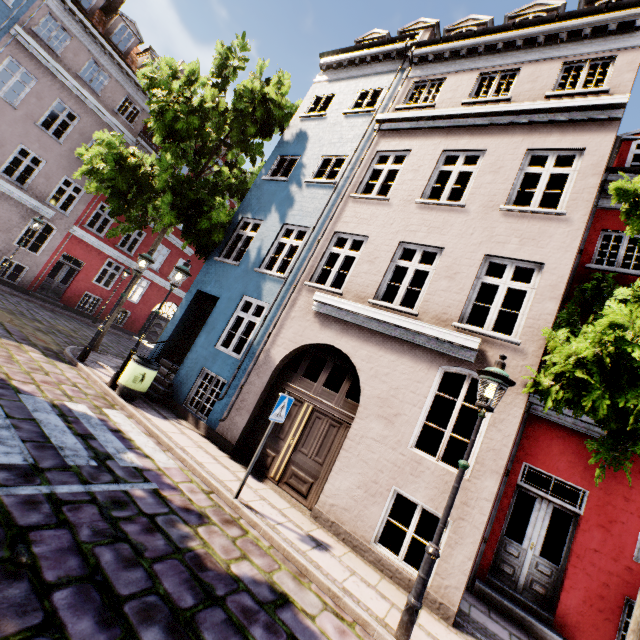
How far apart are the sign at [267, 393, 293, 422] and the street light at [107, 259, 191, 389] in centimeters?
491cm

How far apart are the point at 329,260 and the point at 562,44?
8.2 meters

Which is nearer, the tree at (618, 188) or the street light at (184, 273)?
the tree at (618, 188)

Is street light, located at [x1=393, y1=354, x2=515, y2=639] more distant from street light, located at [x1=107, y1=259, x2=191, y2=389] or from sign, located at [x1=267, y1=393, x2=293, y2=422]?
street light, located at [x1=107, y1=259, x2=191, y2=389]

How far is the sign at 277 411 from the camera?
5.6 meters

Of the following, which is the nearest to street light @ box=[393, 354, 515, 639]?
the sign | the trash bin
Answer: the sign

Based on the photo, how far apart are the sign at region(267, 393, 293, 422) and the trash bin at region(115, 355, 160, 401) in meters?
4.2 m

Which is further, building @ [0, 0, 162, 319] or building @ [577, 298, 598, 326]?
building @ [0, 0, 162, 319]
